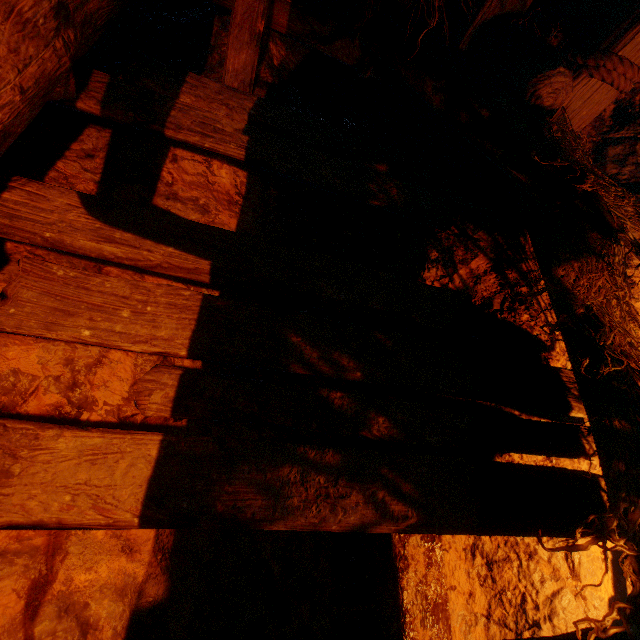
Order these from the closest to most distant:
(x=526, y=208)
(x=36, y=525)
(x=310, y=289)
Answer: (x=36, y=525) → (x=310, y=289) → (x=526, y=208)
